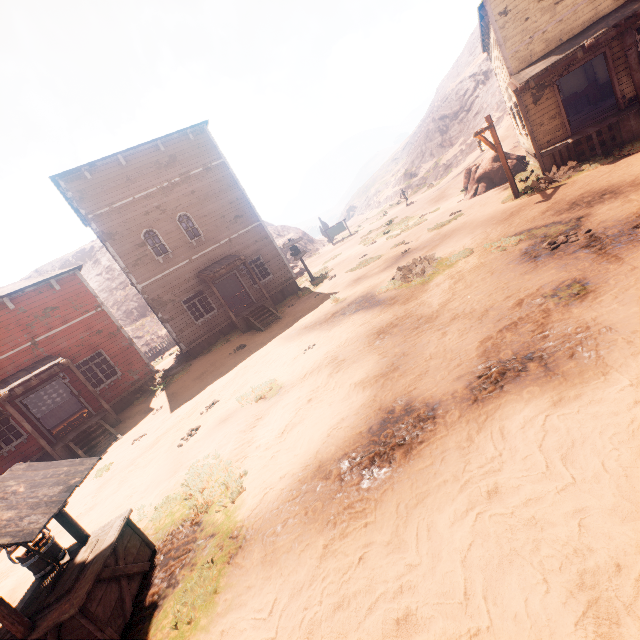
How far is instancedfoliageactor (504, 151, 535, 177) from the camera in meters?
17.1

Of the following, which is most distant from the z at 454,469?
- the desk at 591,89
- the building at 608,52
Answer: the desk at 591,89

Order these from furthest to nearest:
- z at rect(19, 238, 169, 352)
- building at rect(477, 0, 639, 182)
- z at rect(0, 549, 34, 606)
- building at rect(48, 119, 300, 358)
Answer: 1. z at rect(19, 238, 169, 352)
2. building at rect(48, 119, 300, 358)
3. building at rect(477, 0, 639, 182)
4. z at rect(0, 549, 34, 606)

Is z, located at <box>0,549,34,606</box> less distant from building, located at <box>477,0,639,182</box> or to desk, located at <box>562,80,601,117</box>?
building, located at <box>477,0,639,182</box>

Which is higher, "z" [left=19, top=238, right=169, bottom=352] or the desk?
"z" [left=19, top=238, right=169, bottom=352]

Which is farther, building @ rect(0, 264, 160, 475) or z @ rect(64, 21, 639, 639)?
building @ rect(0, 264, 160, 475)

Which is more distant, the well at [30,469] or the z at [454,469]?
the well at [30,469]

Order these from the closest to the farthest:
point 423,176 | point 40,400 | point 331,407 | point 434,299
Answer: point 331,407, point 434,299, point 40,400, point 423,176
